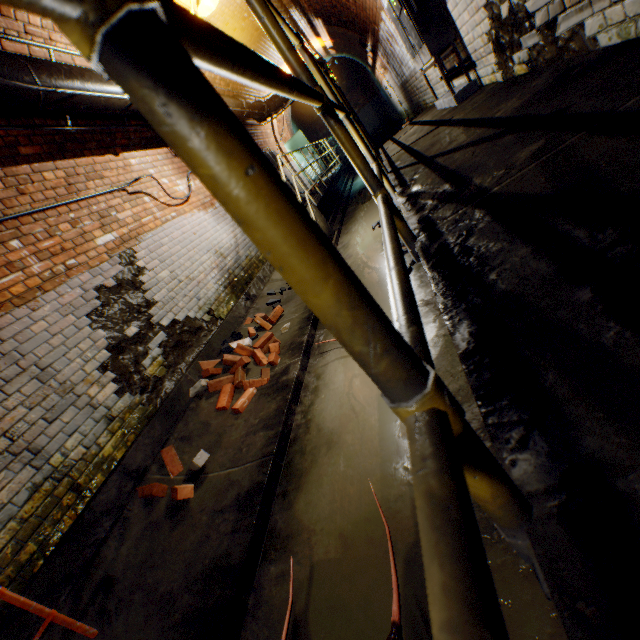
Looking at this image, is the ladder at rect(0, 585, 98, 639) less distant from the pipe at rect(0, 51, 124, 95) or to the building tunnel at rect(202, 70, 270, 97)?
the building tunnel at rect(202, 70, 270, 97)

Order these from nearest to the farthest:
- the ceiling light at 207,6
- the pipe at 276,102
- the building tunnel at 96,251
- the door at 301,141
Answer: the building tunnel at 96,251, the ceiling light at 207,6, the pipe at 276,102, the door at 301,141

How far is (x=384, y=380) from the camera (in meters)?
0.33

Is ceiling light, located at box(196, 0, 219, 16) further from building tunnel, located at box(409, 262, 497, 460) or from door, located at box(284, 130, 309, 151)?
door, located at box(284, 130, 309, 151)

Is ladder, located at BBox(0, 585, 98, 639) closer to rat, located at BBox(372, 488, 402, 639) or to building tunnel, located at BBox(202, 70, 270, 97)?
building tunnel, located at BBox(202, 70, 270, 97)

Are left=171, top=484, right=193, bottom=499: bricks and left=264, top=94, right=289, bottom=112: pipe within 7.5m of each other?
no

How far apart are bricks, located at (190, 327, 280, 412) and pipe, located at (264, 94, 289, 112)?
7.7 meters

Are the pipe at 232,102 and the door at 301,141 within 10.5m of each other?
yes
